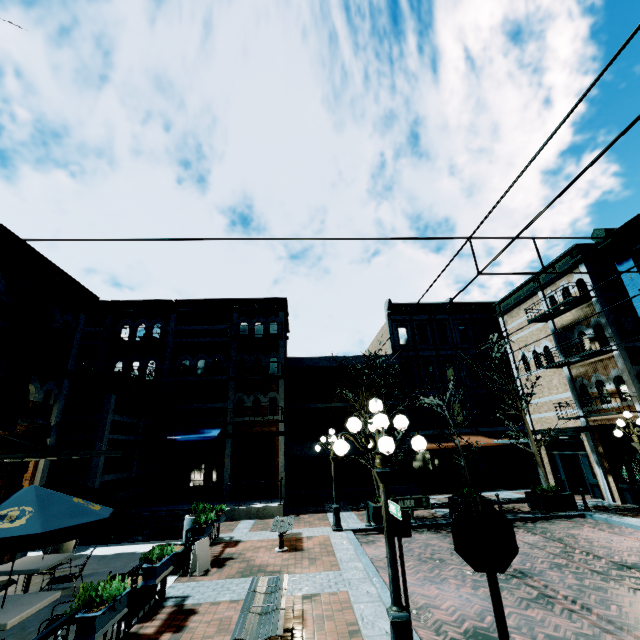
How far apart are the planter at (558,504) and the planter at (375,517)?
5.96m

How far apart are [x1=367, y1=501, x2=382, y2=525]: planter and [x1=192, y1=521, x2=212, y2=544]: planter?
6.3m

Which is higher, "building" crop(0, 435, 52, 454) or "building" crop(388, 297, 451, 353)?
"building" crop(388, 297, 451, 353)

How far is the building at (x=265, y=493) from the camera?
17.56m

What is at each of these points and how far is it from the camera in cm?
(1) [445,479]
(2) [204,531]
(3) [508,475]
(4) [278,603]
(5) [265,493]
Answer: (1) building, 2156
(2) planter, 939
(3) building, 2180
(4) bench, 540
(5) building, 1770

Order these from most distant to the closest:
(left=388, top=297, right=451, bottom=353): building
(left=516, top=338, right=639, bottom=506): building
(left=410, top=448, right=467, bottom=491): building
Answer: (left=388, top=297, right=451, bottom=353): building → (left=410, top=448, right=467, bottom=491): building → (left=516, top=338, right=639, bottom=506): building

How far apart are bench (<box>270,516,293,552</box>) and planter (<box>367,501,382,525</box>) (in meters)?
3.19

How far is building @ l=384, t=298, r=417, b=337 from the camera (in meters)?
25.34
